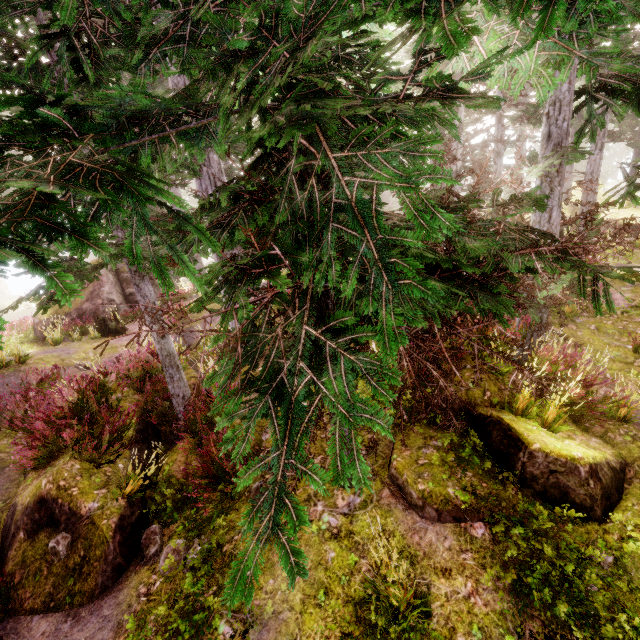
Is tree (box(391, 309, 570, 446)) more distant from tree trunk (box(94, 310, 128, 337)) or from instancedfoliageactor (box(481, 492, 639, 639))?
tree trunk (box(94, 310, 128, 337))

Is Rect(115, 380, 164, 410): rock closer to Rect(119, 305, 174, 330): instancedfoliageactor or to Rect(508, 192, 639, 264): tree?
Rect(119, 305, 174, 330): instancedfoliageactor

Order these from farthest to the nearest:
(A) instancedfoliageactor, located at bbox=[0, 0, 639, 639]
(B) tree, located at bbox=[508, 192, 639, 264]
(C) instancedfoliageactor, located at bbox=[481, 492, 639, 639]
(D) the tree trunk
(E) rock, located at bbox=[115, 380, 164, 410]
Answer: (D) the tree trunk
(E) rock, located at bbox=[115, 380, 164, 410]
(C) instancedfoliageactor, located at bbox=[481, 492, 639, 639]
(B) tree, located at bbox=[508, 192, 639, 264]
(A) instancedfoliageactor, located at bbox=[0, 0, 639, 639]

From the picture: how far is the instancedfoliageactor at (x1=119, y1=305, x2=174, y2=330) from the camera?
5.4 meters

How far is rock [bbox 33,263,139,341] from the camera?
17.72m

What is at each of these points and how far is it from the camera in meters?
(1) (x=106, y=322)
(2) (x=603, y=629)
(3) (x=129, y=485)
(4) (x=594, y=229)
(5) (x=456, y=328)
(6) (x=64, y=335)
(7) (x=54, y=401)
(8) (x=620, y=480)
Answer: (1) tree trunk, 15.1 m
(2) instancedfoliageactor, 3.3 m
(3) instancedfoliageactor, 5.5 m
(4) tree, 2.8 m
(5) tree, 4.3 m
(6) instancedfoliageactor, 16.5 m
(7) instancedfoliageactor, 9.0 m
(8) rock, 4.6 m

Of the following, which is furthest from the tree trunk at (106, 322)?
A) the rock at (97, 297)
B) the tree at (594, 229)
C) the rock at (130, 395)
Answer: the tree at (594, 229)

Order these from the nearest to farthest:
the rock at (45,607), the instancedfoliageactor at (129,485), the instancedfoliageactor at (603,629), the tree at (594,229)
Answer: the tree at (594,229), the instancedfoliageactor at (603,629), the rock at (45,607), the instancedfoliageactor at (129,485)
